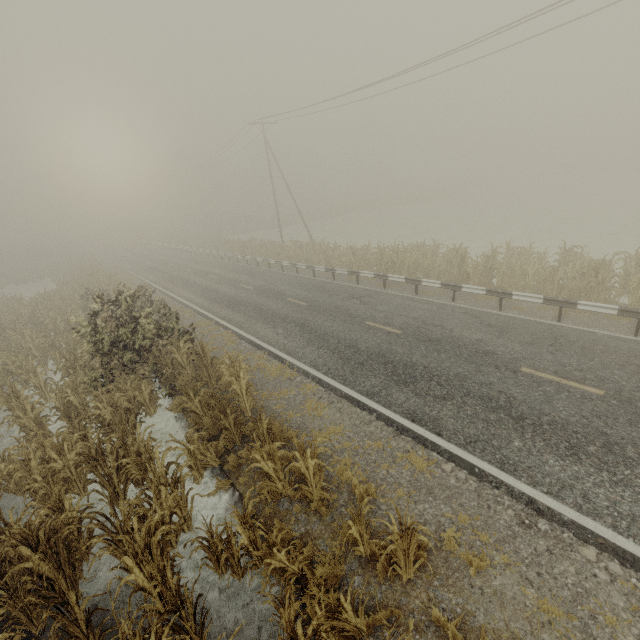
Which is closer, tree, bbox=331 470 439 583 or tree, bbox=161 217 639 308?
tree, bbox=331 470 439 583

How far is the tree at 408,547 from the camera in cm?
439

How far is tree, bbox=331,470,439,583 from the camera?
4.4m

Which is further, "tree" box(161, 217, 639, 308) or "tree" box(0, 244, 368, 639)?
"tree" box(161, 217, 639, 308)

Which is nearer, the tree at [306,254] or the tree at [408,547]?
the tree at [408,547]

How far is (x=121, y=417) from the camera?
9.3 meters
